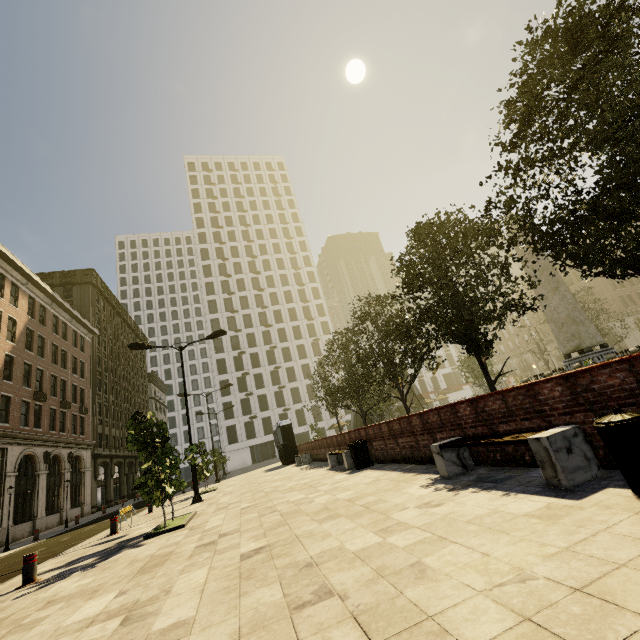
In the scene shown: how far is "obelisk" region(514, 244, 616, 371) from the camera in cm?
1795

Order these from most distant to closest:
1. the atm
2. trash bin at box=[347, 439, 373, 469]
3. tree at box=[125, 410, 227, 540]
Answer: the atm, trash bin at box=[347, 439, 373, 469], tree at box=[125, 410, 227, 540]

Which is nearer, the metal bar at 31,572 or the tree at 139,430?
the metal bar at 31,572

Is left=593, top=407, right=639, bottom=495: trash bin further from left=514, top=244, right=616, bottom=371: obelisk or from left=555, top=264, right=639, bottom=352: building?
left=514, top=244, right=616, bottom=371: obelisk

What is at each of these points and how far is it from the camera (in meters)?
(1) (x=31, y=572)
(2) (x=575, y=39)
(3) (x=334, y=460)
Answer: (1) metal bar, 6.68
(2) tree, 5.31
(3) bench, 13.70

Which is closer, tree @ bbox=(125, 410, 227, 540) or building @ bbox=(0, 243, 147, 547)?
tree @ bbox=(125, 410, 227, 540)

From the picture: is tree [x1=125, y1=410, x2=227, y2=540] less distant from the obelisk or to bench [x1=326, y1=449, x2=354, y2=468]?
the obelisk

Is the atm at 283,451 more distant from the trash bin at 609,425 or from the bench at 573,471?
the trash bin at 609,425
